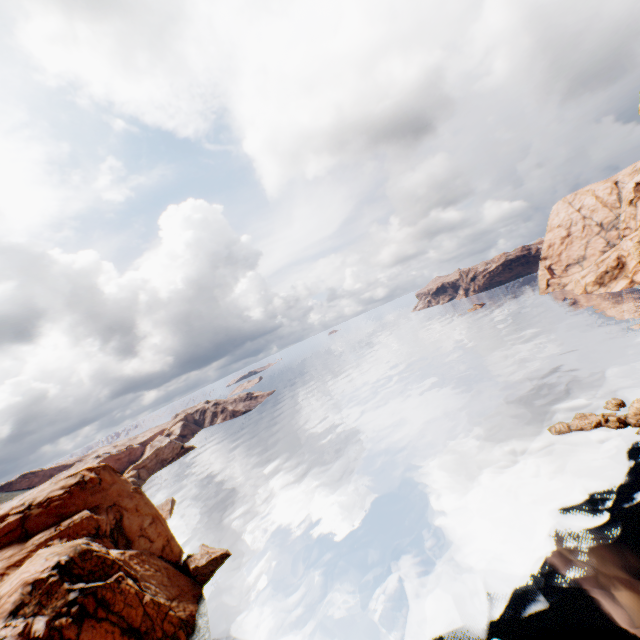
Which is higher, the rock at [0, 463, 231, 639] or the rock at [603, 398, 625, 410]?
the rock at [0, 463, 231, 639]

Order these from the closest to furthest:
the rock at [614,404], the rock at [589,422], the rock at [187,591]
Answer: the rock at [187,591] < the rock at [589,422] < the rock at [614,404]

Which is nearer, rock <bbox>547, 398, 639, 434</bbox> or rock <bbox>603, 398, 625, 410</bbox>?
rock <bbox>547, 398, 639, 434</bbox>

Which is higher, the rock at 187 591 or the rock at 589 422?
the rock at 187 591

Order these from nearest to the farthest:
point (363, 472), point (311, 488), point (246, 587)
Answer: point (246, 587)
point (363, 472)
point (311, 488)

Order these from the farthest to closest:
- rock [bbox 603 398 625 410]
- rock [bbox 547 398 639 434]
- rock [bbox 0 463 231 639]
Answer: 1. rock [bbox 603 398 625 410]
2. rock [bbox 547 398 639 434]
3. rock [bbox 0 463 231 639]
